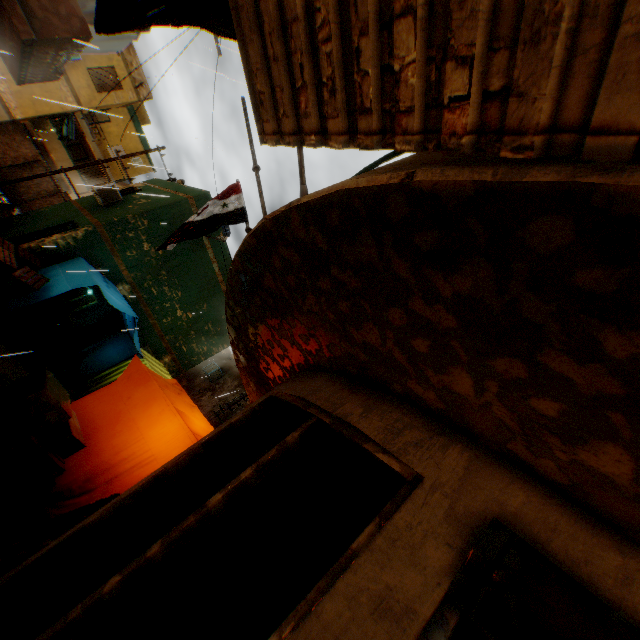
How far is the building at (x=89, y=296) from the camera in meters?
10.2 m

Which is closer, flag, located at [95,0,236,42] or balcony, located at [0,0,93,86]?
flag, located at [95,0,236,42]

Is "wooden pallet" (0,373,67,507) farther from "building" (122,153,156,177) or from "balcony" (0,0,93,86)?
"balcony" (0,0,93,86)

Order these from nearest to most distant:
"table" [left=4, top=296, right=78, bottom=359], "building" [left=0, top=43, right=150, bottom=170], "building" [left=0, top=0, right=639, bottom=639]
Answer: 1. "building" [left=0, top=0, right=639, bottom=639]
2. "table" [left=4, top=296, right=78, bottom=359]
3. "building" [left=0, top=43, right=150, bottom=170]

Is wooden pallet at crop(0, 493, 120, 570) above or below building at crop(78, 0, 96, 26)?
below

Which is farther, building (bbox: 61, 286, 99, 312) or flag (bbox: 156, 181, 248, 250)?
building (bbox: 61, 286, 99, 312)

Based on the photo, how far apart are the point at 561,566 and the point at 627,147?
1.6m
